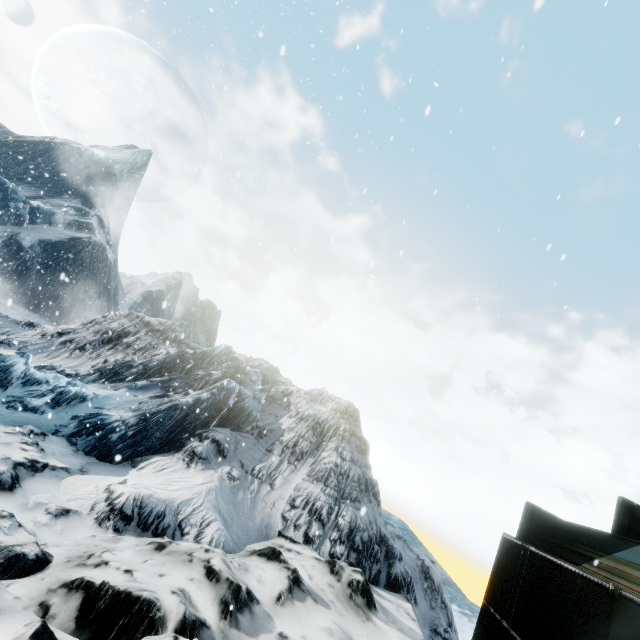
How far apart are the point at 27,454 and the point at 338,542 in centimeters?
822cm
